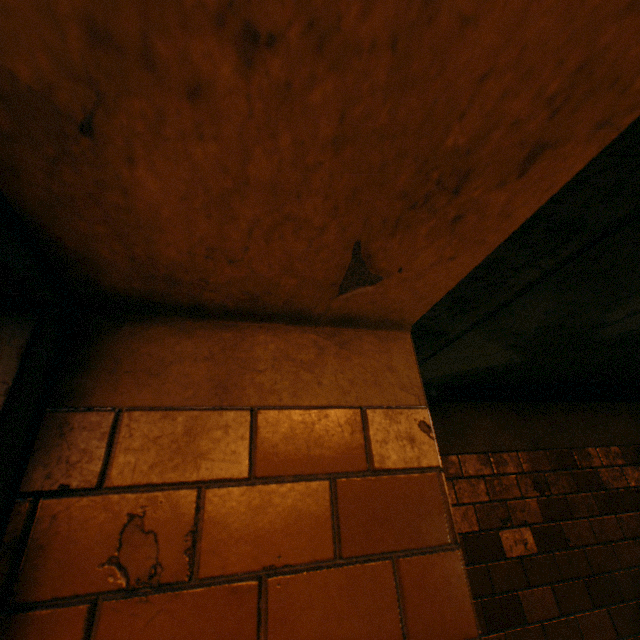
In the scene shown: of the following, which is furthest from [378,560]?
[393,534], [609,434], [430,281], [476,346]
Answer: [609,434]

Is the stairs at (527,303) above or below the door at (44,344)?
above

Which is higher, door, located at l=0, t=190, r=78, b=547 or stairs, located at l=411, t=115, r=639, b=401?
stairs, located at l=411, t=115, r=639, b=401
